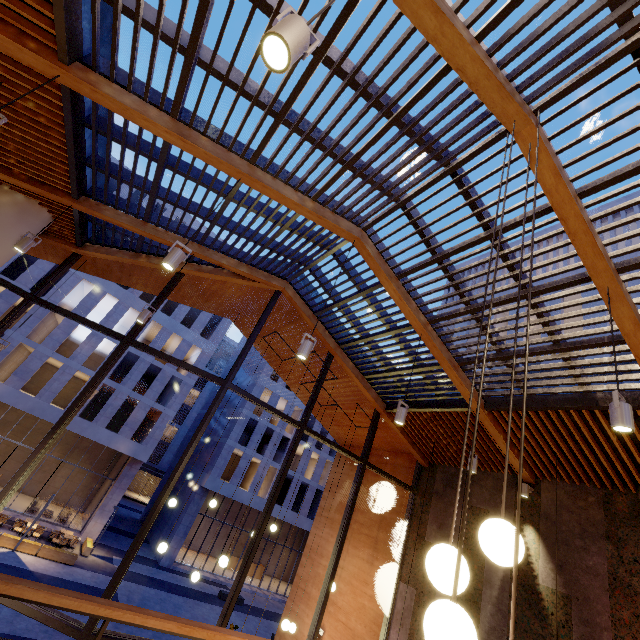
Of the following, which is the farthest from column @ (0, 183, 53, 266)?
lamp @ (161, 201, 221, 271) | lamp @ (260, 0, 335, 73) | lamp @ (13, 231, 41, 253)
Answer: lamp @ (260, 0, 335, 73)

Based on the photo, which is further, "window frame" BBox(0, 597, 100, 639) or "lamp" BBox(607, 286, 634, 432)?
"window frame" BBox(0, 597, 100, 639)

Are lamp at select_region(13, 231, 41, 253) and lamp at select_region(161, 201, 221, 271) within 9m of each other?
yes

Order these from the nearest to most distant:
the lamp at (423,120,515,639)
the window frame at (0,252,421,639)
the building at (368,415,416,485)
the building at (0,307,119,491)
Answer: the lamp at (423,120,515,639), the window frame at (0,252,421,639), the building at (368,415,416,485), the building at (0,307,119,491)

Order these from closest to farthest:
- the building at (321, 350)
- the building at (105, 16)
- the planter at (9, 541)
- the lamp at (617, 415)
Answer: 1. the lamp at (617, 415)
2. the building at (105, 16)
3. the building at (321, 350)
4. the planter at (9, 541)

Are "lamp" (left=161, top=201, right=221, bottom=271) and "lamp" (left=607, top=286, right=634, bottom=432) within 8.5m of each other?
yes

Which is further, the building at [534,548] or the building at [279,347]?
the building at [279,347]

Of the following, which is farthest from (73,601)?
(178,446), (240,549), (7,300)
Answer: (178,446)
